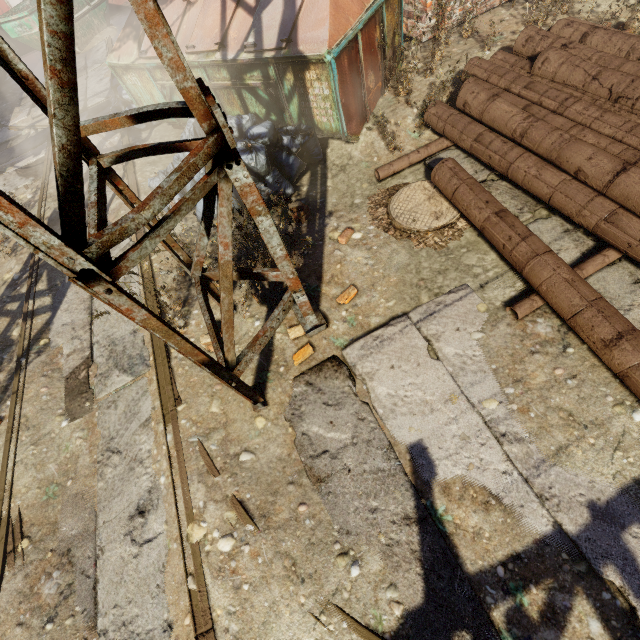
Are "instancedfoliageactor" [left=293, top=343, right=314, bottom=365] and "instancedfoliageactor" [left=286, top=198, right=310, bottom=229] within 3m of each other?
yes

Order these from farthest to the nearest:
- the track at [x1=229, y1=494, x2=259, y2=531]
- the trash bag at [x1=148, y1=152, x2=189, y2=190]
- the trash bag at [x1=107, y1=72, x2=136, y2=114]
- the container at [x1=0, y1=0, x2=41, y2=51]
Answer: the container at [x1=0, y1=0, x2=41, y2=51], the trash bag at [x1=107, y1=72, x2=136, y2=114], the trash bag at [x1=148, y1=152, x2=189, y2=190], the track at [x1=229, y1=494, x2=259, y2=531]

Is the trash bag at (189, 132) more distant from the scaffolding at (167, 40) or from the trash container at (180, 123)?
the scaffolding at (167, 40)

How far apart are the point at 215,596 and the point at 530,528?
2.4 meters

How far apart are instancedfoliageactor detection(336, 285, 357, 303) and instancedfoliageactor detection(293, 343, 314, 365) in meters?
0.7 m

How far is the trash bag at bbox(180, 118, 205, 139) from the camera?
4.92m

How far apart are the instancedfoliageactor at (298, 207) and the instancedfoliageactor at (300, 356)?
1.55m

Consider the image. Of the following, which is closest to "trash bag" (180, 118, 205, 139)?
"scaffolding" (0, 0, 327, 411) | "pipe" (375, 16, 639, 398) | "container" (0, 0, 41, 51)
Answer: "pipe" (375, 16, 639, 398)
